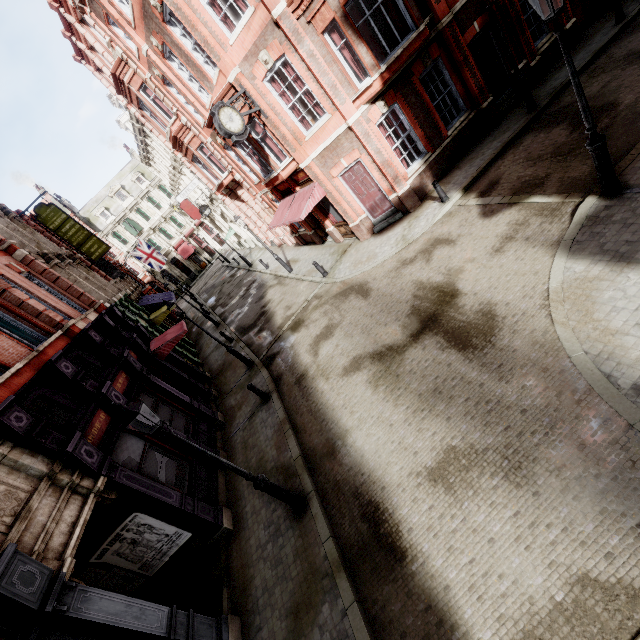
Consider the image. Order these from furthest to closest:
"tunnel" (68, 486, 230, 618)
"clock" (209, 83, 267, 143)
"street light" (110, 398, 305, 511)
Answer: "clock" (209, 83, 267, 143) < "tunnel" (68, 486, 230, 618) < "street light" (110, 398, 305, 511)

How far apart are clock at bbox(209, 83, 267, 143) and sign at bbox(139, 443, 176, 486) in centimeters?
1045cm

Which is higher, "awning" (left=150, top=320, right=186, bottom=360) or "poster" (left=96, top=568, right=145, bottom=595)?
"awning" (left=150, top=320, right=186, bottom=360)

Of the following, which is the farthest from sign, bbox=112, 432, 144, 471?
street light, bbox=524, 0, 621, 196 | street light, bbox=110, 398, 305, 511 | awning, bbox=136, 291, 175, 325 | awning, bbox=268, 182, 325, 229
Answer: awning, bbox=136, 291, 175, 325

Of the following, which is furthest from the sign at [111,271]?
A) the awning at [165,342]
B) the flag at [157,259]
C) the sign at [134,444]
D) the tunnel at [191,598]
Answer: the tunnel at [191,598]

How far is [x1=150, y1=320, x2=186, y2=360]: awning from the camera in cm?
1450

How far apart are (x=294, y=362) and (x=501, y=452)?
8.4m

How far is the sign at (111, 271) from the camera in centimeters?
2042cm
